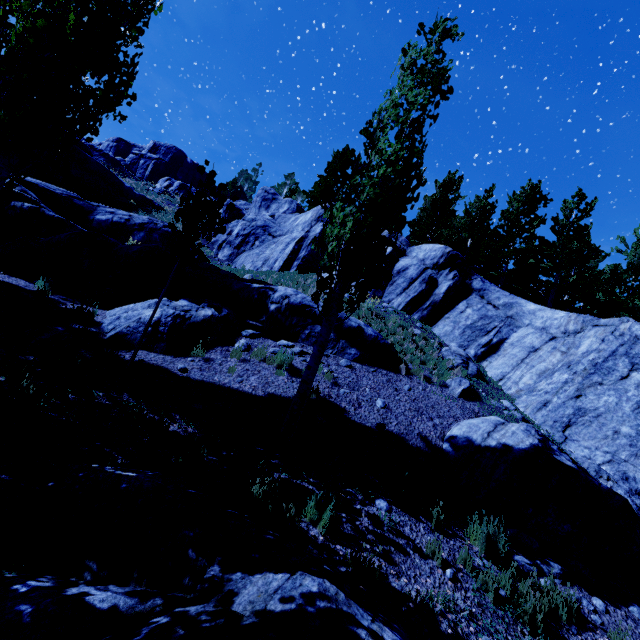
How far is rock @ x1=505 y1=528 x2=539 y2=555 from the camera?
5.83m

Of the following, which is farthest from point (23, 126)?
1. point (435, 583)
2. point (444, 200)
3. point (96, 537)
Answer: point (444, 200)

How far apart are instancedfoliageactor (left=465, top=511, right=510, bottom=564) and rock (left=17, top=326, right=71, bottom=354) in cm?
821

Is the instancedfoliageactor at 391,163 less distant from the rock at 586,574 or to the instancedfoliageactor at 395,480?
the rock at 586,574

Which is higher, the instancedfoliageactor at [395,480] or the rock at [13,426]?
the instancedfoliageactor at [395,480]

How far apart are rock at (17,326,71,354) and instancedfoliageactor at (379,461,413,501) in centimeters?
661cm

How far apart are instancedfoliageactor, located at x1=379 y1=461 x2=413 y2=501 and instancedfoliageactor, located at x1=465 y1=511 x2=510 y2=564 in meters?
1.1

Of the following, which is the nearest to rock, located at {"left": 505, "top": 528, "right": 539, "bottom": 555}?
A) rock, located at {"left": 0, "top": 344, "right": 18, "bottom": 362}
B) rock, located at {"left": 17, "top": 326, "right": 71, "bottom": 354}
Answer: rock, located at {"left": 17, "top": 326, "right": 71, "bottom": 354}
